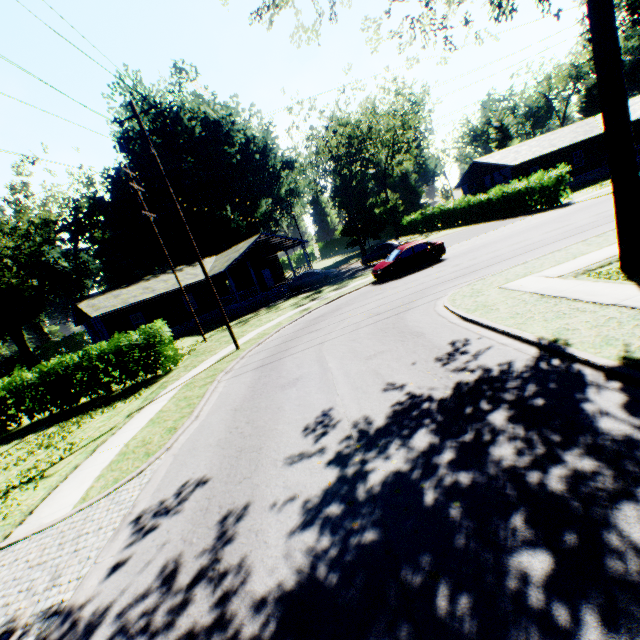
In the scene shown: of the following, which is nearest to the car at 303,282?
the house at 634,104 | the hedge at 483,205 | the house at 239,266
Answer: the house at 239,266

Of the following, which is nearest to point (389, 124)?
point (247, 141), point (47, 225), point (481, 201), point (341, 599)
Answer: point (481, 201)

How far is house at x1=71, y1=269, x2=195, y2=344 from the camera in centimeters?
2762cm

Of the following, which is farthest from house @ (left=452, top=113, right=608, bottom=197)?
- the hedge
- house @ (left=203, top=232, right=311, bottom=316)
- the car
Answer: house @ (left=203, top=232, right=311, bottom=316)

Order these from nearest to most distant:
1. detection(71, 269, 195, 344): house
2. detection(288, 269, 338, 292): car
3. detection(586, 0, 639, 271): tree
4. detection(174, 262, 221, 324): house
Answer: detection(586, 0, 639, 271): tree → detection(71, 269, 195, 344): house → detection(288, 269, 338, 292): car → detection(174, 262, 221, 324): house

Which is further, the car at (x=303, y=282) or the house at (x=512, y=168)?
the house at (x=512, y=168)

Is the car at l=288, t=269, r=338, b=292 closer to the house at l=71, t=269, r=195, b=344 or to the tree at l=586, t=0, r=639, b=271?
the house at l=71, t=269, r=195, b=344

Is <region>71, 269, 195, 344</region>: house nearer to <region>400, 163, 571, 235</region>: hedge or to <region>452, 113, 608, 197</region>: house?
<region>400, 163, 571, 235</region>: hedge
